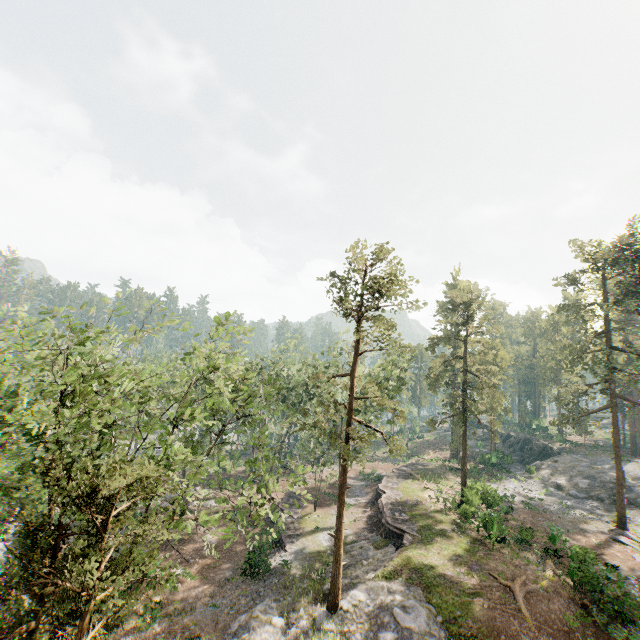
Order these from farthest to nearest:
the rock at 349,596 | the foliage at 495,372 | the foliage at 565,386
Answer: the foliage at 495,372, the foliage at 565,386, the rock at 349,596

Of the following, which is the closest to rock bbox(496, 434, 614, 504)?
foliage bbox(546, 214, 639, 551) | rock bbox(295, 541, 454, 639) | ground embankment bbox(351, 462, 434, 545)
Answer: foliage bbox(546, 214, 639, 551)

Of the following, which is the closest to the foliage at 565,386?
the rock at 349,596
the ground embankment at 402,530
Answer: the rock at 349,596

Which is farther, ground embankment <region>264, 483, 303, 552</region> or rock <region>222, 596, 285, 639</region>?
ground embankment <region>264, 483, 303, 552</region>

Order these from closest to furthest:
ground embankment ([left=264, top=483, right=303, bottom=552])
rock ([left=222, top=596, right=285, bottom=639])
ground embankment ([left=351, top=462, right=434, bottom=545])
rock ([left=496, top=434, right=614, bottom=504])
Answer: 1. rock ([left=222, top=596, right=285, bottom=639])
2. ground embankment ([left=351, top=462, right=434, bottom=545])
3. ground embankment ([left=264, top=483, right=303, bottom=552])
4. rock ([left=496, top=434, right=614, bottom=504])

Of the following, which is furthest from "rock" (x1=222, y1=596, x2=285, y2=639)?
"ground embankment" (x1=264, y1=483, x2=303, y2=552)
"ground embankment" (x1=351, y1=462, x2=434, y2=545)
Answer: "ground embankment" (x1=264, y1=483, x2=303, y2=552)

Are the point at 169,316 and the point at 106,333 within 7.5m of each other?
yes

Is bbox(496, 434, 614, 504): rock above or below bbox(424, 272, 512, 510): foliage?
below
